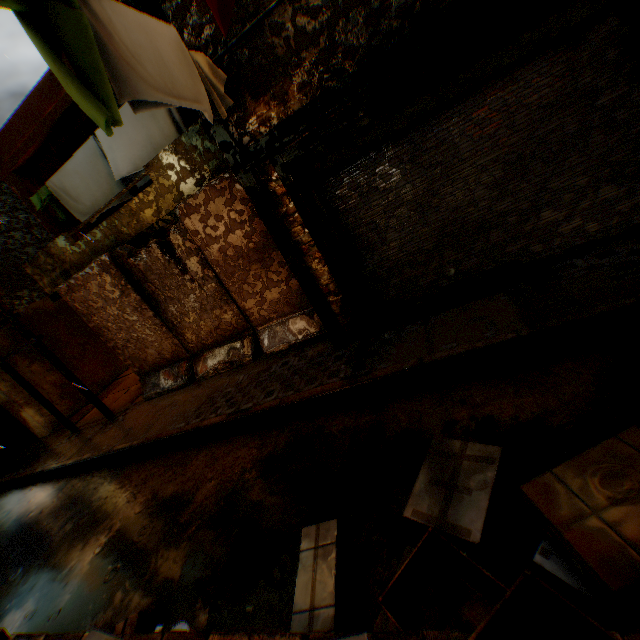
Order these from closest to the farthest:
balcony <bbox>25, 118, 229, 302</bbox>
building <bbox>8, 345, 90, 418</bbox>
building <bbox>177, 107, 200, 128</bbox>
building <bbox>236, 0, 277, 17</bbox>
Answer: building <bbox>236, 0, 277, 17</bbox> → balcony <bbox>25, 118, 229, 302</bbox> → building <bbox>177, 107, 200, 128</bbox> → building <bbox>8, 345, 90, 418</bbox>

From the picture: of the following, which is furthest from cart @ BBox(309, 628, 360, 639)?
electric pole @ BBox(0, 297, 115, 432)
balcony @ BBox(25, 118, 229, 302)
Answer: electric pole @ BBox(0, 297, 115, 432)

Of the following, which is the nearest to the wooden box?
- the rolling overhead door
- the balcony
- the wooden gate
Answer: the rolling overhead door

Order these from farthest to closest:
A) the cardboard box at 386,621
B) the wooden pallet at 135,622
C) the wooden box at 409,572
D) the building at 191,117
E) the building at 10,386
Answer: the building at 10,386 < the building at 191,117 < the wooden pallet at 135,622 < the cardboard box at 386,621 < the wooden box at 409,572

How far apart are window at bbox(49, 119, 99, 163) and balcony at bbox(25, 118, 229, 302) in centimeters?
114cm

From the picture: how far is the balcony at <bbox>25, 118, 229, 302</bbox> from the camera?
6.00m

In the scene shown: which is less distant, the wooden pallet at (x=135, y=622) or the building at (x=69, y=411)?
the wooden pallet at (x=135, y=622)

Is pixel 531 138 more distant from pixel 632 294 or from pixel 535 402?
pixel 535 402
